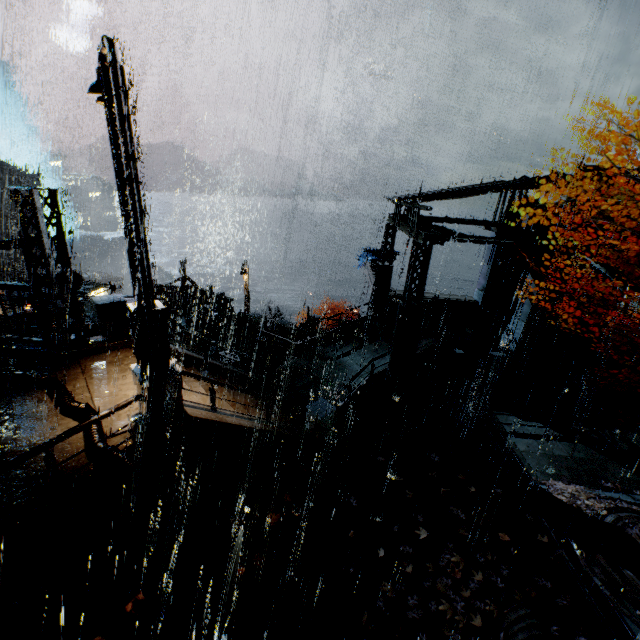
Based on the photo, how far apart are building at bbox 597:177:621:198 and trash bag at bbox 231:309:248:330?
18.7m

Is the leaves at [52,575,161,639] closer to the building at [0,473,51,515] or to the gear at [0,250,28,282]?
the building at [0,473,51,515]

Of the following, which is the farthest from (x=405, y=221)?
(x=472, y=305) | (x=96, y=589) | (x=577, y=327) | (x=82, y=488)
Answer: (x=96, y=589)

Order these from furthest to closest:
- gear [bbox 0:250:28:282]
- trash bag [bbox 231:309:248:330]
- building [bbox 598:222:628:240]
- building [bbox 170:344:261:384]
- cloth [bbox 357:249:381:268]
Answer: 1. gear [bbox 0:250:28:282]
2. cloth [bbox 357:249:381:268]
3. trash bag [bbox 231:309:248:330]
4. building [bbox 598:222:628:240]
5. building [bbox 170:344:261:384]

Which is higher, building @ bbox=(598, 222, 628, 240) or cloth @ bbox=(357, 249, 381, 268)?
building @ bbox=(598, 222, 628, 240)

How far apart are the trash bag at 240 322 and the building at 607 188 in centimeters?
1868cm

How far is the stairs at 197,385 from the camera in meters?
10.8

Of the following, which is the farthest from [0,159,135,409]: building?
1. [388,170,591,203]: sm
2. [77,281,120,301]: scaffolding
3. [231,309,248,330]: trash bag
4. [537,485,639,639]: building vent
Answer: [537,485,639,639]: building vent
